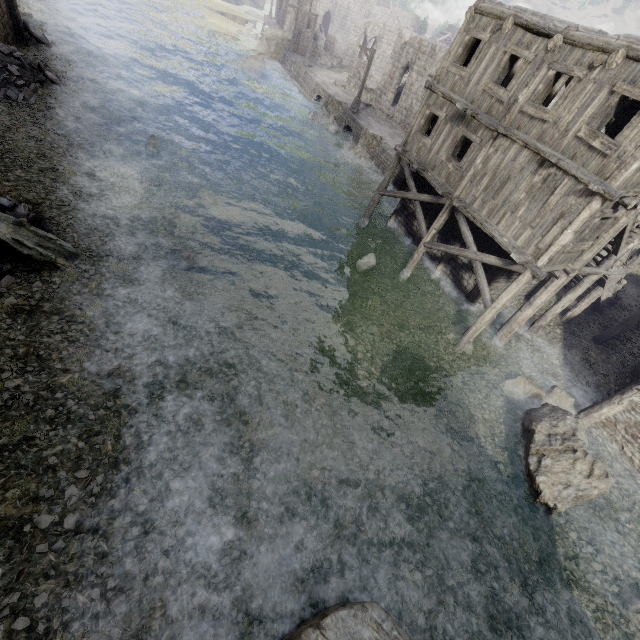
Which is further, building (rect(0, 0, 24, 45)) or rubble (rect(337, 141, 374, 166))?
rubble (rect(337, 141, 374, 166))

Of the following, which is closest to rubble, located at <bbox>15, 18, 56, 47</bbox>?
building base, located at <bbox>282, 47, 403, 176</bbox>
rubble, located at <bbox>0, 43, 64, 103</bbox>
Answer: rubble, located at <bbox>0, 43, 64, 103</bbox>

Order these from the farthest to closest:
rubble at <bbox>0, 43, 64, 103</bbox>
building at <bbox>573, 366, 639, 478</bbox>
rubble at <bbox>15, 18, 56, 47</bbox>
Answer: rubble at <bbox>15, 18, 56, 47</bbox>, rubble at <bbox>0, 43, 64, 103</bbox>, building at <bbox>573, 366, 639, 478</bbox>

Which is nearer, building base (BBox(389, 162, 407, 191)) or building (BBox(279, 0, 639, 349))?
building (BBox(279, 0, 639, 349))

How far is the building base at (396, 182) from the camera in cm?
2361

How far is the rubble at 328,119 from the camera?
30.8m

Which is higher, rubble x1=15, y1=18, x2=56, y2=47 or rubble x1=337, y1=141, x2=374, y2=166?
rubble x1=15, y1=18, x2=56, y2=47

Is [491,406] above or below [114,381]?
below
